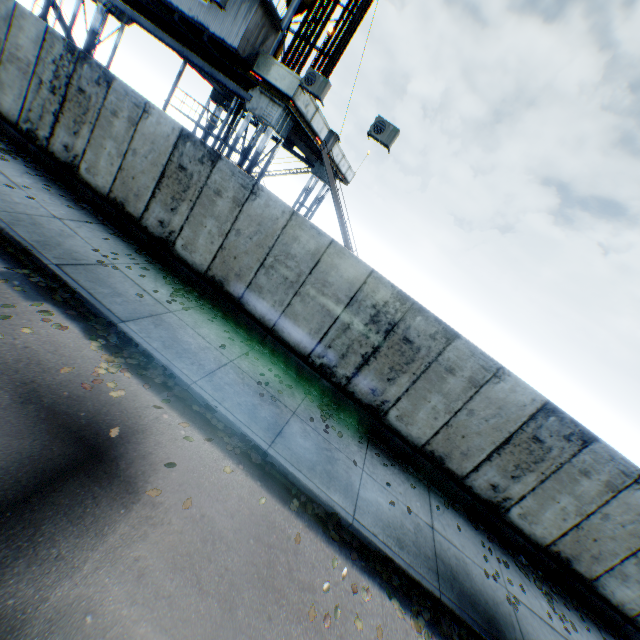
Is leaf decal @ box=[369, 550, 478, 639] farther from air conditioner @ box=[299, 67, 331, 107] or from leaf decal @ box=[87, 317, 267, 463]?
air conditioner @ box=[299, 67, 331, 107]

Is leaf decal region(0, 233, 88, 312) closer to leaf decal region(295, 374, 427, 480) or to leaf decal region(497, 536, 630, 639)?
leaf decal region(295, 374, 427, 480)

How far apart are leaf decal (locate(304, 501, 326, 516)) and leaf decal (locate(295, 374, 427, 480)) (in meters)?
1.83

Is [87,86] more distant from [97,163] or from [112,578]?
[112,578]

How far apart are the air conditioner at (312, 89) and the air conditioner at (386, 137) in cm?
183

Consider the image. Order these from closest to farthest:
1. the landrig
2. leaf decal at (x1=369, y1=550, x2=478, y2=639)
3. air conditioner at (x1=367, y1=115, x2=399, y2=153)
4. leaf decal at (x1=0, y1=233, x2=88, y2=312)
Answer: leaf decal at (x1=369, y1=550, x2=478, y2=639), leaf decal at (x1=0, y1=233, x2=88, y2=312), air conditioner at (x1=367, y1=115, x2=399, y2=153), the landrig

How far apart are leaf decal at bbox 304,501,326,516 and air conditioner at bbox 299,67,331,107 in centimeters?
1105cm

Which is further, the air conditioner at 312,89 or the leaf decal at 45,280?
the air conditioner at 312,89
